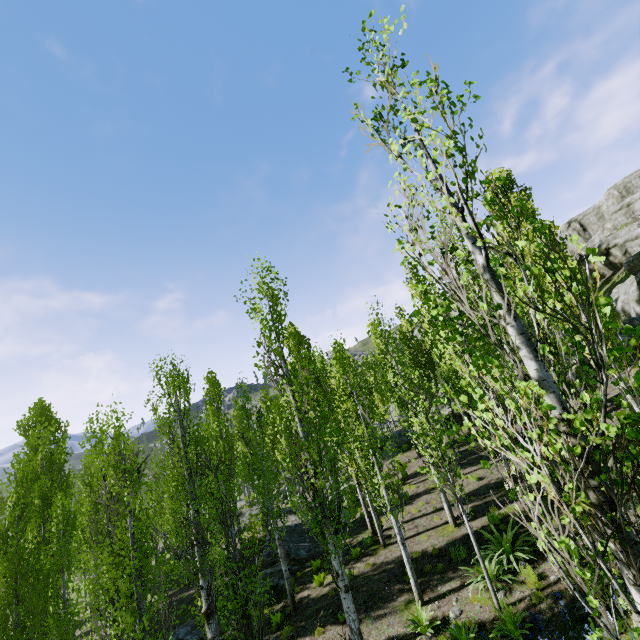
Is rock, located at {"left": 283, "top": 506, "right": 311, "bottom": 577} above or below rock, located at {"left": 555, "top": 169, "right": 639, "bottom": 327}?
below

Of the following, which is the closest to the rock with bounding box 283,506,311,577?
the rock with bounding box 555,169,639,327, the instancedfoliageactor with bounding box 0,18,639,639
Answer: the instancedfoliageactor with bounding box 0,18,639,639

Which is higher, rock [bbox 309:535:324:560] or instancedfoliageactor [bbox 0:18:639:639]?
instancedfoliageactor [bbox 0:18:639:639]

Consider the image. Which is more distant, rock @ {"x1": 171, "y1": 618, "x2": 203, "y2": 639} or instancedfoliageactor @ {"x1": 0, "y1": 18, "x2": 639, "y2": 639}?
rock @ {"x1": 171, "y1": 618, "x2": 203, "y2": 639}

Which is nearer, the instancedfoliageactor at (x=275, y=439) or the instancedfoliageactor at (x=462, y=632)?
the instancedfoliageactor at (x=275, y=439)

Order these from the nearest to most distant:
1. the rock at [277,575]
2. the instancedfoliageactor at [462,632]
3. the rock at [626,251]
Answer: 1. the instancedfoliageactor at [462,632]
2. the rock at [277,575]
3. the rock at [626,251]

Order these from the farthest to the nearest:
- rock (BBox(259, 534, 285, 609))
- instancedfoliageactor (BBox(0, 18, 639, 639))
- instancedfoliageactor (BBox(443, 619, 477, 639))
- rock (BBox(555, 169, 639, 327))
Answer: rock (BBox(555, 169, 639, 327)) < rock (BBox(259, 534, 285, 609)) < instancedfoliageactor (BBox(443, 619, 477, 639)) < instancedfoliageactor (BBox(0, 18, 639, 639))

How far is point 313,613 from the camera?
12.1m
